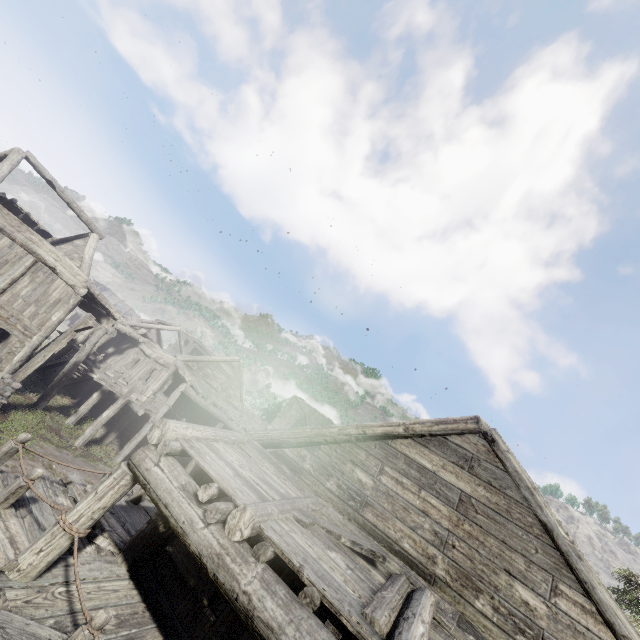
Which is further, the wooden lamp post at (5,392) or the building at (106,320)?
the wooden lamp post at (5,392)

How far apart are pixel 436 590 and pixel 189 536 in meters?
4.0

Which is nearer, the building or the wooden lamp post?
the building
